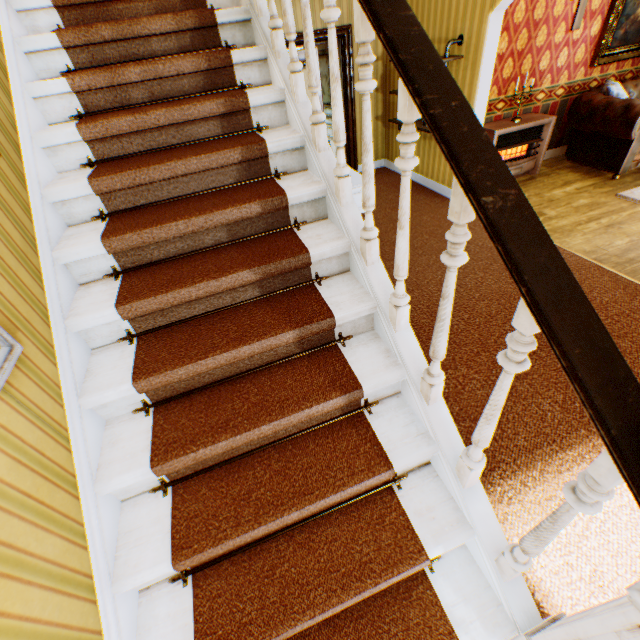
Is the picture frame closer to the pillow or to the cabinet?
the cabinet

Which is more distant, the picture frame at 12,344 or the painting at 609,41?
the painting at 609,41

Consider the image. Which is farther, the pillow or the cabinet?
the pillow

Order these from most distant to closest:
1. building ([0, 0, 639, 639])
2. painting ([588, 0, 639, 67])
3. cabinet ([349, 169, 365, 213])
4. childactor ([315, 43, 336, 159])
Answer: painting ([588, 0, 639, 67]) < childactor ([315, 43, 336, 159]) < cabinet ([349, 169, 365, 213]) < building ([0, 0, 639, 639])

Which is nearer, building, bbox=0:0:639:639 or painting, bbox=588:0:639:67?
building, bbox=0:0:639:639

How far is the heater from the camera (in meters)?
5.18

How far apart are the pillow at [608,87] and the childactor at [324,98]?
4.4m

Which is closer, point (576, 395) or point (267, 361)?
point (576, 395)
